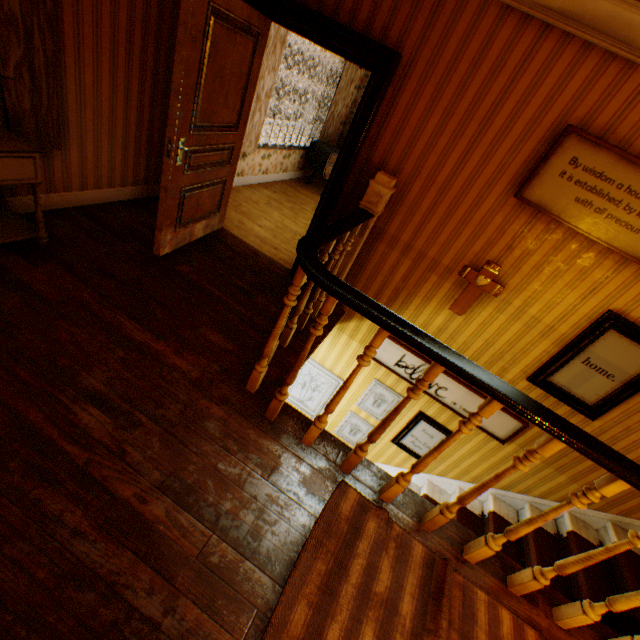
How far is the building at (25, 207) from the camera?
2.9m

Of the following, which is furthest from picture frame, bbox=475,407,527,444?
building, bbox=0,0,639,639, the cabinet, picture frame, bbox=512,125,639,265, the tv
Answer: the tv

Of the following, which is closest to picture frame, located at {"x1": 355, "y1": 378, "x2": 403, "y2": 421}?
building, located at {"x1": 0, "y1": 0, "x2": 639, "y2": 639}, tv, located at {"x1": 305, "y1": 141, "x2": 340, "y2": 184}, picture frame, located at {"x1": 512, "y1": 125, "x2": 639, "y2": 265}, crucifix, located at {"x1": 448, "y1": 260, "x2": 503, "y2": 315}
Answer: building, located at {"x1": 0, "y1": 0, "x2": 639, "y2": 639}

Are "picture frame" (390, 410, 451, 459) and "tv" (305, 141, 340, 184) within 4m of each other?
no

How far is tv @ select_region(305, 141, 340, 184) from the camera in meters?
6.8 m

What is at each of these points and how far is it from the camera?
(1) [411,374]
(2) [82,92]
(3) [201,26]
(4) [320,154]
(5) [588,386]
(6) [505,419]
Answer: (1) picture frame, 3.99m
(2) building, 2.92m
(3) childactor, 2.38m
(4) tv, 6.88m
(5) picture frame, 3.24m
(6) picture frame, 3.74m

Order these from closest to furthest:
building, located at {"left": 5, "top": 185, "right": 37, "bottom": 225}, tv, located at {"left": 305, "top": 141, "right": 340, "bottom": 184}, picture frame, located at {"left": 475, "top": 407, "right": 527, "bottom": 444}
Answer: building, located at {"left": 5, "top": 185, "right": 37, "bottom": 225}
picture frame, located at {"left": 475, "top": 407, "right": 527, "bottom": 444}
tv, located at {"left": 305, "top": 141, "right": 340, "bottom": 184}

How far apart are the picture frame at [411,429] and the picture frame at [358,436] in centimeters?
29cm
